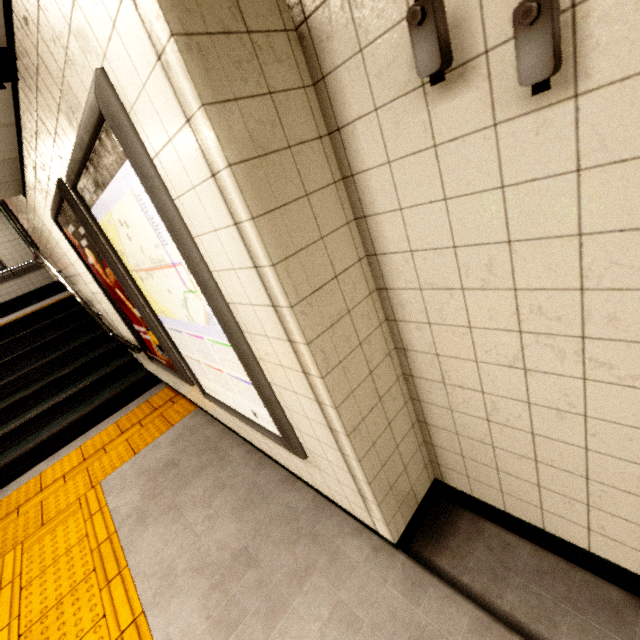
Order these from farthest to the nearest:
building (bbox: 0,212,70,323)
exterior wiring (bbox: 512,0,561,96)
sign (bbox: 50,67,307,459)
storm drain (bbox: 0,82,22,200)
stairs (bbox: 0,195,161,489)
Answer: building (bbox: 0,212,70,323)
stairs (bbox: 0,195,161,489)
storm drain (bbox: 0,82,22,200)
sign (bbox: 50,67,307,459)
exterior wiring (bbox: 512,0,561,96)

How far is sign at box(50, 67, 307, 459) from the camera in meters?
1.2 m

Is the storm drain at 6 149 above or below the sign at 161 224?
above

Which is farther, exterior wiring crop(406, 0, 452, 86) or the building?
the building

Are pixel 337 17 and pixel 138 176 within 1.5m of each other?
yes

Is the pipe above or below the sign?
above

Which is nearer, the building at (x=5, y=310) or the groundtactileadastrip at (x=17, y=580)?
the groundtactileadastrip at (x=17, y=580)

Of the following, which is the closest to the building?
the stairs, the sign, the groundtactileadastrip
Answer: the stairs
